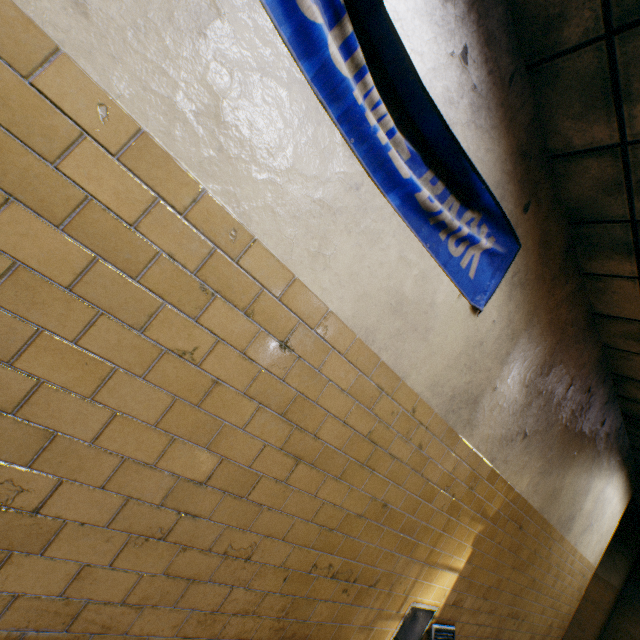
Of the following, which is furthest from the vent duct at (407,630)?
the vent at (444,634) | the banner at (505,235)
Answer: the banner at (505,235)

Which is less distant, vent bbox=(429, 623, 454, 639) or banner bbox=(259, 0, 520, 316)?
banner bbox=(259, 0, 520, 316)

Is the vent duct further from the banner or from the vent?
the banner

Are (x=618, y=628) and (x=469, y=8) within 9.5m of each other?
no

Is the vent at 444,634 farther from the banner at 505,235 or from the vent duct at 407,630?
the banner at 505,235

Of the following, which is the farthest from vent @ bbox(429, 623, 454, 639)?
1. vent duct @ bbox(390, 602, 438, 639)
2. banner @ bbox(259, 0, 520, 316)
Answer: banner @ bbox(259, 0, 520, 316)
